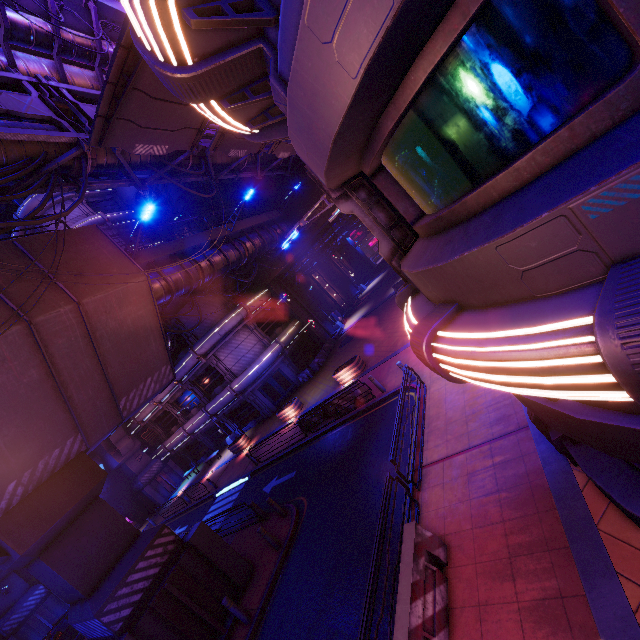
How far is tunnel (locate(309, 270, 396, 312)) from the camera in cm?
4100

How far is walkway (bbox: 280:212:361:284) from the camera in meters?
31.9

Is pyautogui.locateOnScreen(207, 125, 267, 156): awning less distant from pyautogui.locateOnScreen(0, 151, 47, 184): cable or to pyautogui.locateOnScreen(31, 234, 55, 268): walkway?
pyautogui.locateOnScreen(0, 151, 47, 184): cable

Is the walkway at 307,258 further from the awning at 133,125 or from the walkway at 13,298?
the awning at 133,125

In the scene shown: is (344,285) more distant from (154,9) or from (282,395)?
(154,9)

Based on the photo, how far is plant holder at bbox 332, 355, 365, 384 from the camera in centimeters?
2005cm

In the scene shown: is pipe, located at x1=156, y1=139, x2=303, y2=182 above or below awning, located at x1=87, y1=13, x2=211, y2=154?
above

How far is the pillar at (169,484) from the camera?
34.09m
